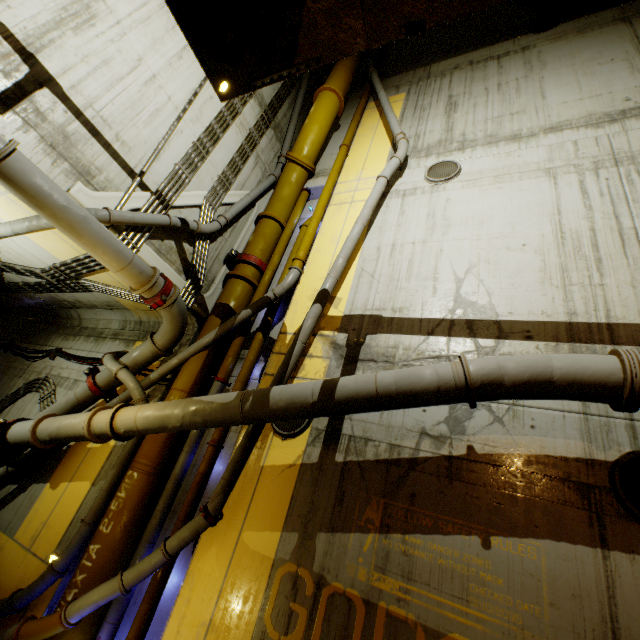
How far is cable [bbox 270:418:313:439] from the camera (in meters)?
5.29

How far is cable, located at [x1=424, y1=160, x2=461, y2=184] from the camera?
7.4 meters

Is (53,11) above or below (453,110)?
below

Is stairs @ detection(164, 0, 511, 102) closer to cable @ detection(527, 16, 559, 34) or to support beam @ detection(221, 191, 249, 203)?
support beam @ detection(221, 191, 249, 203)

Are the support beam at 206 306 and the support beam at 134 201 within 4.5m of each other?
yes

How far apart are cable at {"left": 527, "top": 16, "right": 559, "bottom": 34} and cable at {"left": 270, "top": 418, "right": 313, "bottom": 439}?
12.7 meters

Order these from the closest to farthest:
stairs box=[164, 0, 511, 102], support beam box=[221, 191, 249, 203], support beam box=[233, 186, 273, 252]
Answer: stairs box=[164, 0, 511, 102], support beam box=[221, 191, 249, 203], support beam box=[233, 186, 273, 252]

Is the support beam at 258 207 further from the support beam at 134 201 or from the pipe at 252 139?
the support beam at 134 201
